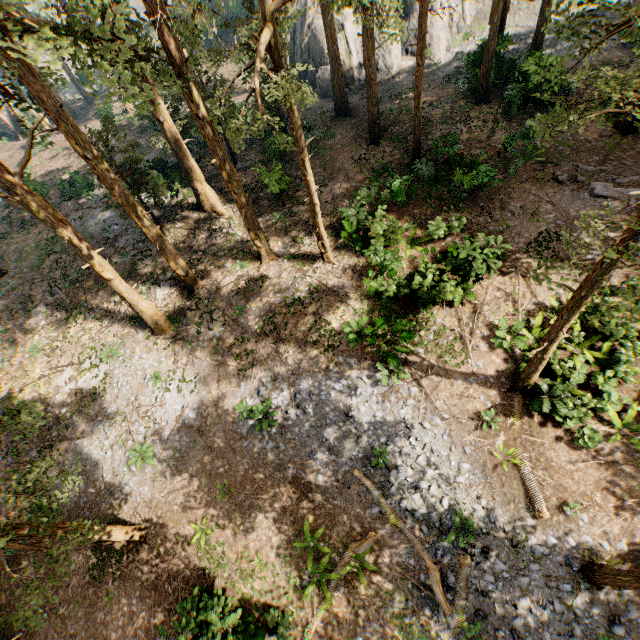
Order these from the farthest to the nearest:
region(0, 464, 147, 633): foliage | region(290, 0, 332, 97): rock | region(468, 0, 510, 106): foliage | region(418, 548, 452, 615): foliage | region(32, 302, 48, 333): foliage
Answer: region(290, 0, 332, 97): rock → region(32, 302, 48, 333): foliage → region(468, 0, 510, 106): foliage → region(418, 548, 452, 615): foliage → region(0, 464, 147, 633): foliage

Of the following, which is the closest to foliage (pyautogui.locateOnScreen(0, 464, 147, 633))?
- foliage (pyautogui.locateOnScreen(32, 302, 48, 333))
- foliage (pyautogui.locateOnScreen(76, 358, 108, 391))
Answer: foliage (pyautogui.locateOnScreen(76, 358, 108, 391))

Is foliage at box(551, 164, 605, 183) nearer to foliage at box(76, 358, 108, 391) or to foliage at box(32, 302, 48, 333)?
foliage at box(76, 358, 108, 391)

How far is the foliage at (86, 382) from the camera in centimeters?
1825cm

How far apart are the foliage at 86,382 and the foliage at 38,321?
5.33m

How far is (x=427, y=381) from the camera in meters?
14.4 m

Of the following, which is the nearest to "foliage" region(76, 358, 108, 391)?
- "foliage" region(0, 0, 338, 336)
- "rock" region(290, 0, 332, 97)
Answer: "foliage" region(0, 0, 338, 336)

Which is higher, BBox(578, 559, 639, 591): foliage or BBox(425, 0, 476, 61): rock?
BBox(425, 0, 476, 61): rock
